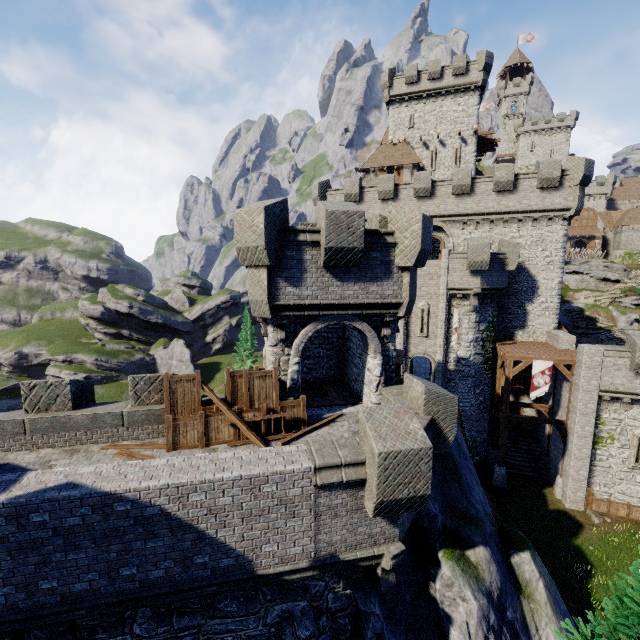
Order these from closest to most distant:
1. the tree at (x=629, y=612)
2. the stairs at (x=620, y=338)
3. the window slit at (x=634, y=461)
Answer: the tree at (x=629, y=612)
the window slit at (x=634, y=461)
the stairs at (x=620, y=338)

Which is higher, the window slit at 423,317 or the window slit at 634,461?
the window slit at 423,317

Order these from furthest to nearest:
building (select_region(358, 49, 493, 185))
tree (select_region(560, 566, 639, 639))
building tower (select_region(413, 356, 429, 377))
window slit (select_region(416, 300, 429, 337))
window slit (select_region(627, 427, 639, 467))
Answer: building (select_region(358, 49, 493, 185)) < building tower (select_region(413, 356, 429, 377)) < window slit (select_region(416, 300, 429, 337)) < window slit (select_region(627, 427, 639, 467)) < tree (select_region(560, 566, 639, 639))

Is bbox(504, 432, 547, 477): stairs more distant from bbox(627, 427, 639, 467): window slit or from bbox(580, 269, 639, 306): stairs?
bbox(580, 269, 639, 306): stairs

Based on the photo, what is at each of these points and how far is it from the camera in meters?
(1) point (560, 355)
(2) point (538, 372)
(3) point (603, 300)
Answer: (1) walkway, 21.5 m
(2) flag, 21.3 m
(3) stairs, 46.2 m

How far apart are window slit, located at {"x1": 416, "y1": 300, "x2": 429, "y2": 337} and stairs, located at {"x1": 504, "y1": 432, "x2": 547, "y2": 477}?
10.6 meters

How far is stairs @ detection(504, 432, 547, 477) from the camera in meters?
24.9 m

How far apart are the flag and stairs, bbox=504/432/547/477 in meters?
7.0
